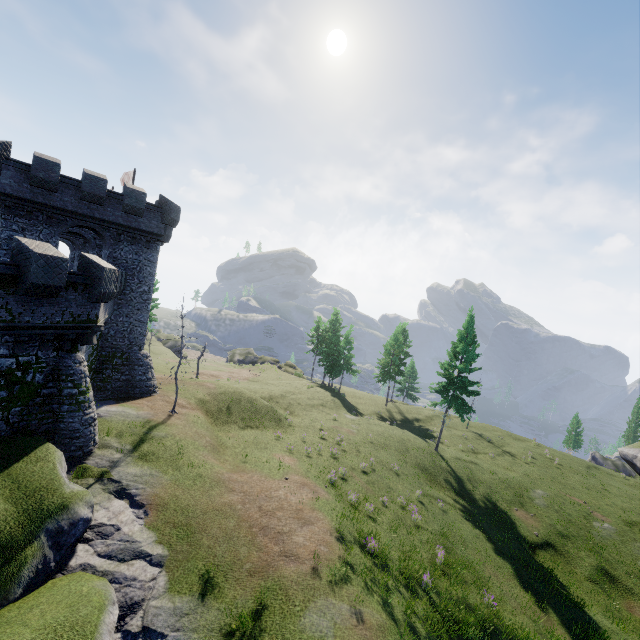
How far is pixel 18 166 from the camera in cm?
1967
